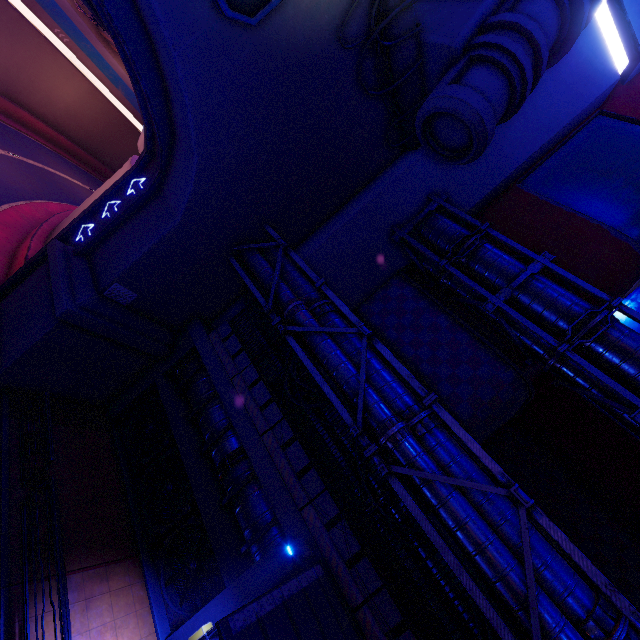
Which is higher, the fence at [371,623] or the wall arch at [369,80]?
the wall arch at [369,80]

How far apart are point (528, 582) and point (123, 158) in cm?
5423

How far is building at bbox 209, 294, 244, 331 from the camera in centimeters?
1457cm

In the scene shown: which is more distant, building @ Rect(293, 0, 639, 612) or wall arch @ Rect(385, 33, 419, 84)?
wall arch @ Rect(385, 33, 419, 84)

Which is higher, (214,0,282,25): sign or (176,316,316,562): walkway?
(214,0,282,25): sign

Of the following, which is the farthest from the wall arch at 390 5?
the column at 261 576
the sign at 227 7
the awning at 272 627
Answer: the awning at 272 627

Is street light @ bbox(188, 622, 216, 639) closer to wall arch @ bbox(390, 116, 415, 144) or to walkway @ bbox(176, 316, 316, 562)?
walkway @ bbox(176, 316, 316, 562)

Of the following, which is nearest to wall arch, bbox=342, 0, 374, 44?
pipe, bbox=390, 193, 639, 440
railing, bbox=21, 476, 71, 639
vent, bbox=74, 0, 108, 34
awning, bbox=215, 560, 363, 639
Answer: pipe, bbox=390, 193, 639, 440
